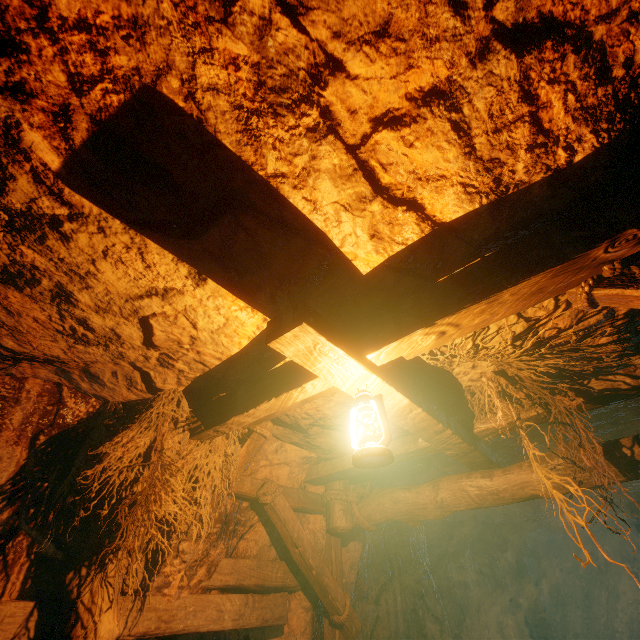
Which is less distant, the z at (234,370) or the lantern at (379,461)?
the z at (234,370)

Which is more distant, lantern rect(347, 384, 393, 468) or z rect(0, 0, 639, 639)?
lantern rect(347, 384, 393, 468)

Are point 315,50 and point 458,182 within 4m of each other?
yes

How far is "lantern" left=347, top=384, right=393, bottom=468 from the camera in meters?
1.7 m

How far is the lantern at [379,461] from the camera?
1.7m
